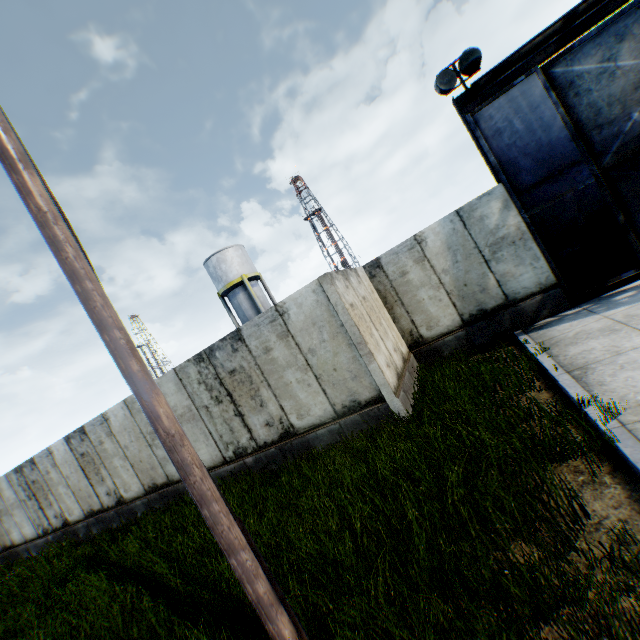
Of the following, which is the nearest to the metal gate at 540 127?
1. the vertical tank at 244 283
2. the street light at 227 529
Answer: the street light at 227 529

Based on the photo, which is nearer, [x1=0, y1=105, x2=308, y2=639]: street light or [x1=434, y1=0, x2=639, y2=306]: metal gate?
[x1=0, y1=105, x2=308, y2=639]: street light

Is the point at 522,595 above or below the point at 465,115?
below

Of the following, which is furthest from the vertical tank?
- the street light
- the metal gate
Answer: the street light

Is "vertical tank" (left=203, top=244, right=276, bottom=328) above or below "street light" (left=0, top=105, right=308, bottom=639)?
above

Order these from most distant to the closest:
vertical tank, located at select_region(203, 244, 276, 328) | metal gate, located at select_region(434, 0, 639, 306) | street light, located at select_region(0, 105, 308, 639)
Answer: vertical tank, located at select_region(203, 244, 276, 328) < metal gate, located at select_region(434, 0, 639, 306) < street light, located at select_region(0, 105, 308, 639)

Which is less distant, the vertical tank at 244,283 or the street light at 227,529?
the street light at 227,529
